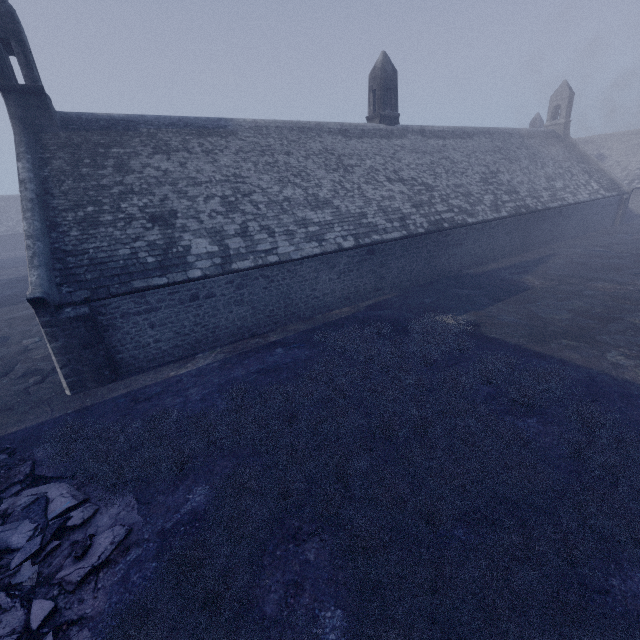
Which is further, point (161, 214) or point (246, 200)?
point (246, 200)
